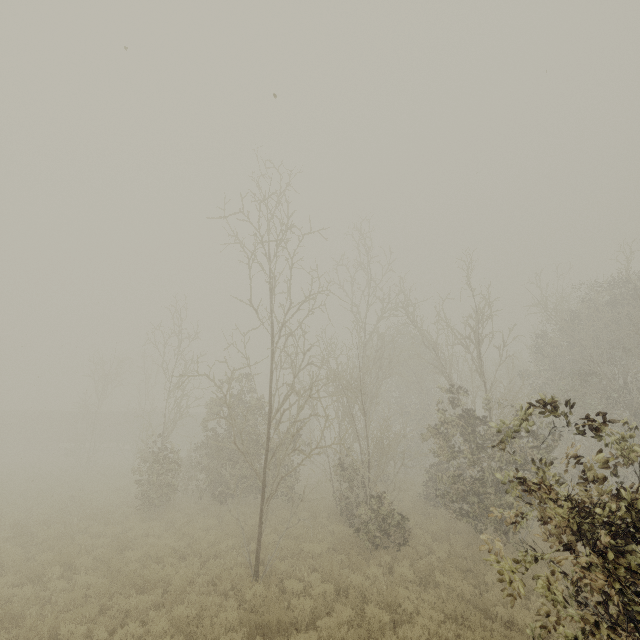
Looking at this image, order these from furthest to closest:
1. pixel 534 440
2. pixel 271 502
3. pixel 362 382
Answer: pixel 271 502 → pixel 362 382 → pixel 534 440

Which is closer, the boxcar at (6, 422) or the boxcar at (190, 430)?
the boxcar at (190, 430)

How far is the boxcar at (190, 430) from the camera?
40.2m

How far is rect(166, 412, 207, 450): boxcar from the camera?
40.2 meters

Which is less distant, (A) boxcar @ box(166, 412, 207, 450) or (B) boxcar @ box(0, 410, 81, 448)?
(A) boxcar @ box(166, 412, 207, 450)
